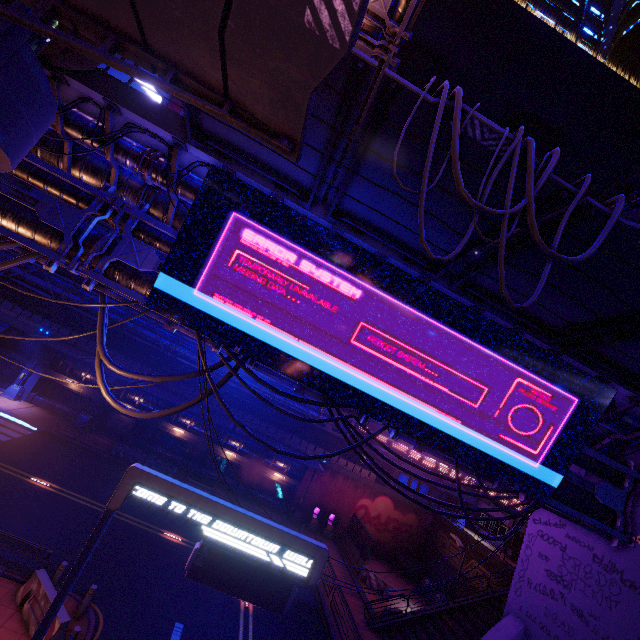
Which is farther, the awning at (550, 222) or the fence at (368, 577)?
the fence at (368, 577)

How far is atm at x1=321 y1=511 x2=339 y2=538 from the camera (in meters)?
29.23

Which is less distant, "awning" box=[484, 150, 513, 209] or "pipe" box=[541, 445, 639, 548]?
"awning" box=[484, 150, 513, 209]

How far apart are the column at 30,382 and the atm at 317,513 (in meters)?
26.49

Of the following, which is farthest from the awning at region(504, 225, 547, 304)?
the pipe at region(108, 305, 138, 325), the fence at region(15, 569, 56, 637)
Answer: the pipe at region(108, 305, 138, 325)

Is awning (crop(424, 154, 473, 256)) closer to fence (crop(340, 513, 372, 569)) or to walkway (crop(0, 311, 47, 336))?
fence (crop(340, 513, 372, 569))

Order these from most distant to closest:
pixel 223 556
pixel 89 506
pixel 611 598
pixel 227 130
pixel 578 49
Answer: pixel 578 49, pixel 89 506, pixel 611 598, pixel 227 130, pixel 223 556

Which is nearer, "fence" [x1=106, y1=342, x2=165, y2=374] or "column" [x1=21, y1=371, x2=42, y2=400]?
"column" [x1=21, y1=371, x2=42, y2=400]
